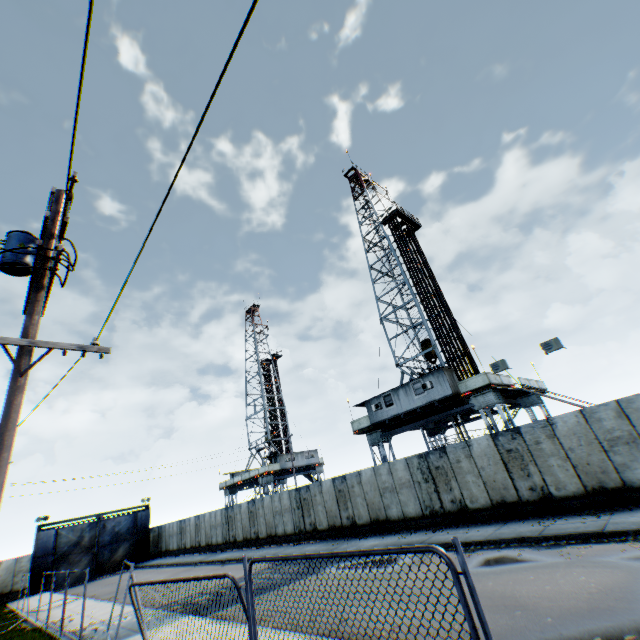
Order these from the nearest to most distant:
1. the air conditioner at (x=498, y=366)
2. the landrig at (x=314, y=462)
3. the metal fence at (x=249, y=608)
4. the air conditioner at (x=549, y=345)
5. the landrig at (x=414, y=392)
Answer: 1. the metal fence at (x=249, y=608)
2. the air conditioner at (x=549, y=345)
3. the air conditioner at (x=498, y=366)
4. the landrig at (x=414, y=392)
5. the landrig at (x=314, y=462)

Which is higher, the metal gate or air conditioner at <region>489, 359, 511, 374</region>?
air conditioner at <region>489, 359, 511, 374</region>

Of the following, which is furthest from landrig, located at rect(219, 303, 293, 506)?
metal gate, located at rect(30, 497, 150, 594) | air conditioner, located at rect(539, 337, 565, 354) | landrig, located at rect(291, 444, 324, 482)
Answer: air conditioner, located at rect(539, 337, 565, 354)

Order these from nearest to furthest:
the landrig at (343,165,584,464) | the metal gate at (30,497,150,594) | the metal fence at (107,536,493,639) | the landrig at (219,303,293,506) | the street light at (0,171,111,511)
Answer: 1. the metal fence at (107,536,493,639)
2. the street light at (0,171,111,511)
3. the landrig at (343,165,584,464)
4. the metal gate at (30,497,150,594)
5. the landrig at (219,303,293,506)

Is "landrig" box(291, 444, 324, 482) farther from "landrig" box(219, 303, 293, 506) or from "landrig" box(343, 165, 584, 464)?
"landrig" box(343, 165, 584, 464)

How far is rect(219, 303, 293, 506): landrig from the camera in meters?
41.8 m

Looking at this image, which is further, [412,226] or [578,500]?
[412,226]

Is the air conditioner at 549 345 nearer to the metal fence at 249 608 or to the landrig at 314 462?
the metal fence at 249 608
